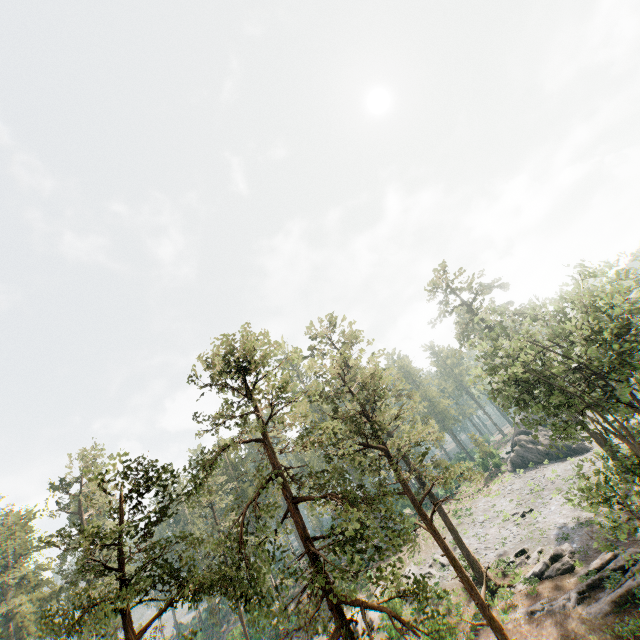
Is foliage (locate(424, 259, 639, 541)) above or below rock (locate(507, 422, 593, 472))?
above

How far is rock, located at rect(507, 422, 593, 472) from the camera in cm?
4439

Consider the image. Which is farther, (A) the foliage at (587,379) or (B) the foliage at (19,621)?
(A) the foliage at (587,379)

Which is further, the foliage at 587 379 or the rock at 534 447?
the rock at 534 447

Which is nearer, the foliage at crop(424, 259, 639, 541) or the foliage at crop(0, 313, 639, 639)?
the foliage at crop(0, 313, 639, 639)

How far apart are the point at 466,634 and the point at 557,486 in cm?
2228

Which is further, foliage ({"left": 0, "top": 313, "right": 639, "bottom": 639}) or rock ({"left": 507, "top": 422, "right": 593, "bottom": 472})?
rock ({"left": 507, "top": 422, "right": 593, "bottom": 472})
